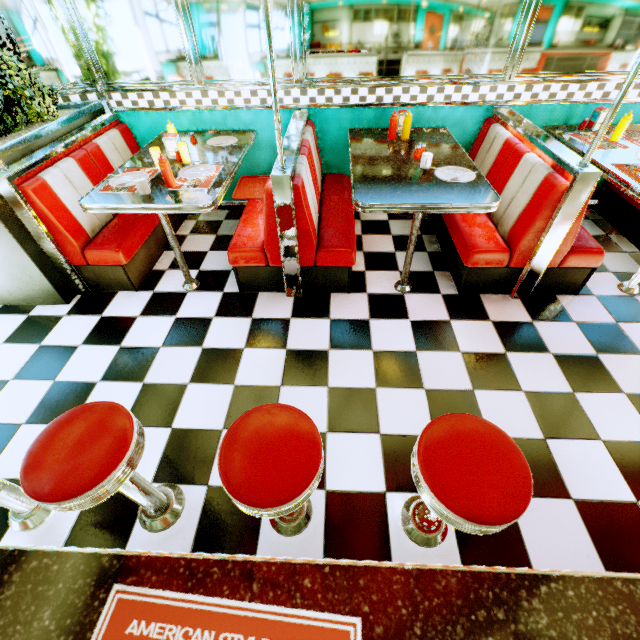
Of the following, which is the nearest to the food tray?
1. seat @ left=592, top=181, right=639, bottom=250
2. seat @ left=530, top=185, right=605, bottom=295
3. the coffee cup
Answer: the coffee cup

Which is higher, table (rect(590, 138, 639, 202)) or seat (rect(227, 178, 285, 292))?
table (rect(590, 138, 639, 202))

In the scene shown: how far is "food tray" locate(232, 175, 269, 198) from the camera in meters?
3.3 m

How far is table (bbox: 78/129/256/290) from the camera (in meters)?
2.29

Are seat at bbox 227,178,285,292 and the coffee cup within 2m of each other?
yes

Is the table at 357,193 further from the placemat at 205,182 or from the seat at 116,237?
the seat at 116,237

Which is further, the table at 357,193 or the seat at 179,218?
the seat at 179,218

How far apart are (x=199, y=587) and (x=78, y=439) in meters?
0.8 m
